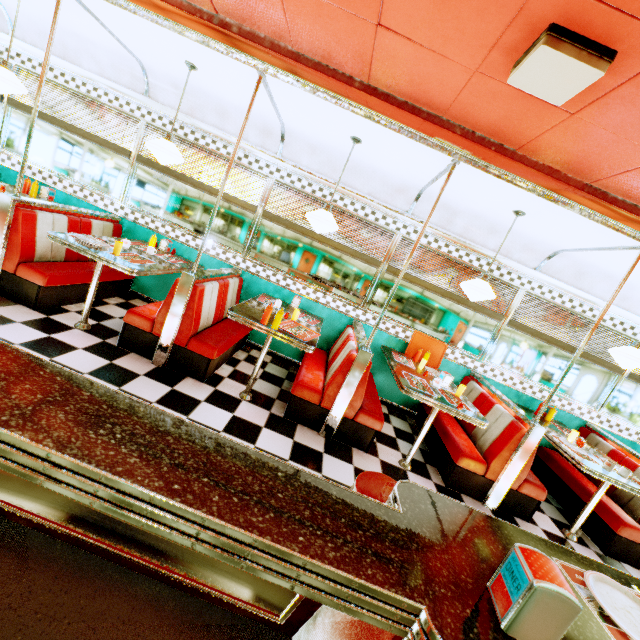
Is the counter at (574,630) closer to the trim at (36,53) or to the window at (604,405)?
the trim at (36,53)

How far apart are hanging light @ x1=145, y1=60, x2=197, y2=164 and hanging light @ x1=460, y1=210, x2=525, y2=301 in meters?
3.6

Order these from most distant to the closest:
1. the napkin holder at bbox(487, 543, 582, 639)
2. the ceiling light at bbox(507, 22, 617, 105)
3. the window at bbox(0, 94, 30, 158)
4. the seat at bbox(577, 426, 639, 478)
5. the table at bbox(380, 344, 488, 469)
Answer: the window at bbox(0, 94, 30, 158)
the seat at bbox(577, 426, 639, 478)
the table at bbox(380, 344, 488, 469)
the ceiling light at bbox(507, 22, 617, 105)
the napkin holder at bbox(487, 543, 582, 639)

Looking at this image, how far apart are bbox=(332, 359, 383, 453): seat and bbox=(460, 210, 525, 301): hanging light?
1.3 meters

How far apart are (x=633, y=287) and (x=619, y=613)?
4.9 meters

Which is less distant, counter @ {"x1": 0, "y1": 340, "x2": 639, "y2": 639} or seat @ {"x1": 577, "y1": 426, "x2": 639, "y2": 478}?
counter @ {"x1": 0, "y1": 340, "x2": 639, "y2": 639}

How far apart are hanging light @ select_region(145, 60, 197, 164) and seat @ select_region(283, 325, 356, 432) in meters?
2.8

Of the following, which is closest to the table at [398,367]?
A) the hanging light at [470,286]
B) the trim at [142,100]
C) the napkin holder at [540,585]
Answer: the hanging light at [470,286]
